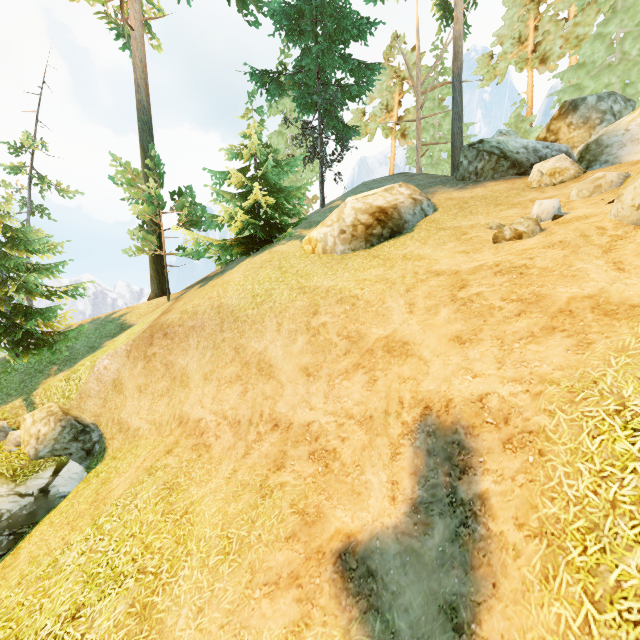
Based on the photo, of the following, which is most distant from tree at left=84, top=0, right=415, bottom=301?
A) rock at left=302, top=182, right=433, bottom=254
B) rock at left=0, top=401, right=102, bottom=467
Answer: rock at left=302, top=182, right=433, bottom=254

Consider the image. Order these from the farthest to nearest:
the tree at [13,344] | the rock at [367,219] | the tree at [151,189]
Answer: the tree at [151,189] < the tree at [13,344] < the rock at [367,219]

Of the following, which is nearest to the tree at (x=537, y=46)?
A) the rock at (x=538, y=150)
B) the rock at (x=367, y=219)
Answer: the rock at (x=538, y=150)

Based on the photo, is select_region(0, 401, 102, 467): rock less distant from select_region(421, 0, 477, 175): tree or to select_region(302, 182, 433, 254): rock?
select_region(421, 0, 477, 175): tree

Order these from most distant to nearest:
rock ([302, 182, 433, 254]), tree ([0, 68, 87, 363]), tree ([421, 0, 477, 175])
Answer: tree ([421, 0, 477, 175]) → tree ([0, 68, 87, 363]) → rock ([302, 182, 433, 254])

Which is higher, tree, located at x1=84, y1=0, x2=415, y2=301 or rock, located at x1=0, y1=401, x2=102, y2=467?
tree, located at x1=84, y1=0, x2=415, y2=301

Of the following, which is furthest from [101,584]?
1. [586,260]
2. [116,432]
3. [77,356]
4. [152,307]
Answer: [152,307]

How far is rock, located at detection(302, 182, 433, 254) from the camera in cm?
1145
